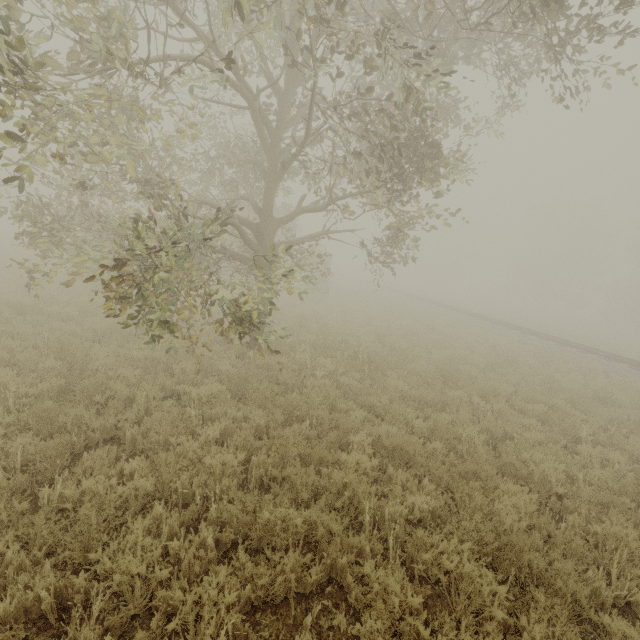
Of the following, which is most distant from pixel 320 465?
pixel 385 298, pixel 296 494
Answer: pixel 385 298
